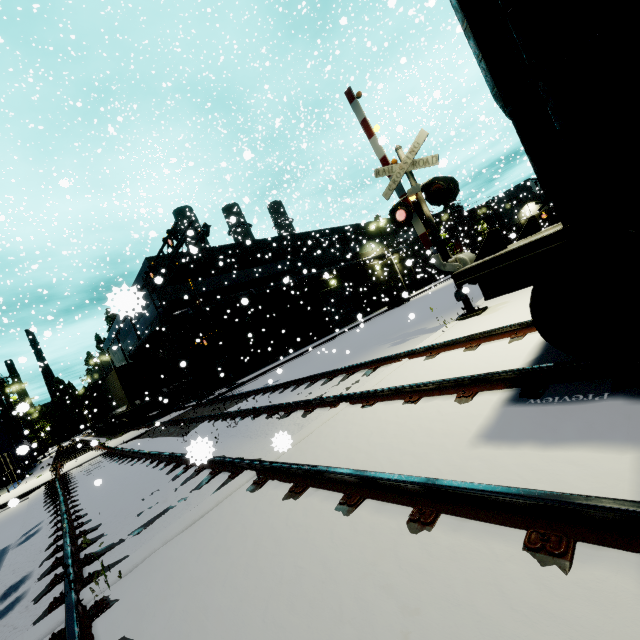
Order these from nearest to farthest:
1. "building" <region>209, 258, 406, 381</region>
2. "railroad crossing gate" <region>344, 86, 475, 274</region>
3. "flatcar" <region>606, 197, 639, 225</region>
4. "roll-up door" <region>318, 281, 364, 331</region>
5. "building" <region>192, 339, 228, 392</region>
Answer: "flatcar" <region>606, 197, 639, 225</region> → "railroad crossing gate" <region>344, 86, 475, 274</region> → "building" <region>192, 339, 228, 392</region> → "building" <region>209, 258, 406, 381</region> → "roll-up door" <region>318, 281, 364, 331</region>

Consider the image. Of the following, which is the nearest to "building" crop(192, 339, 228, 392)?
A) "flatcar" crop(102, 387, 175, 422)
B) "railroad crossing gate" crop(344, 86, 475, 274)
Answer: "flatcar" crop(102, 387, 175, 422)

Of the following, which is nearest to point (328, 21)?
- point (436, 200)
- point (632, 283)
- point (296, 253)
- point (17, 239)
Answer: point (296, 253)

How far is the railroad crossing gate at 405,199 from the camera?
8.35m

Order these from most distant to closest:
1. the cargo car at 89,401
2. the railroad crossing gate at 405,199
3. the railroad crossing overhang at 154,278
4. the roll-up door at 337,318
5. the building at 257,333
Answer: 1. the roll-up door at 337,318
2. the cargo car at 89,401
3. the building at 257,333
4. the railroad crossing overhang at 154,278
5. the railroad crossing gate at 405,199

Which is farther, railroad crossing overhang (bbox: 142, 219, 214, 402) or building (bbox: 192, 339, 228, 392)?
building (bbox: 192, 339, 228, 392)

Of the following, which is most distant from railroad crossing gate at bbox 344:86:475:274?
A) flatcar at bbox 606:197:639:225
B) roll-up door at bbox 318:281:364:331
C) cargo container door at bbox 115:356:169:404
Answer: roll-up door at bbox 318:281:364:331

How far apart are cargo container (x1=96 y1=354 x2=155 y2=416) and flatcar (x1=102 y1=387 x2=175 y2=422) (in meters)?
0.00
